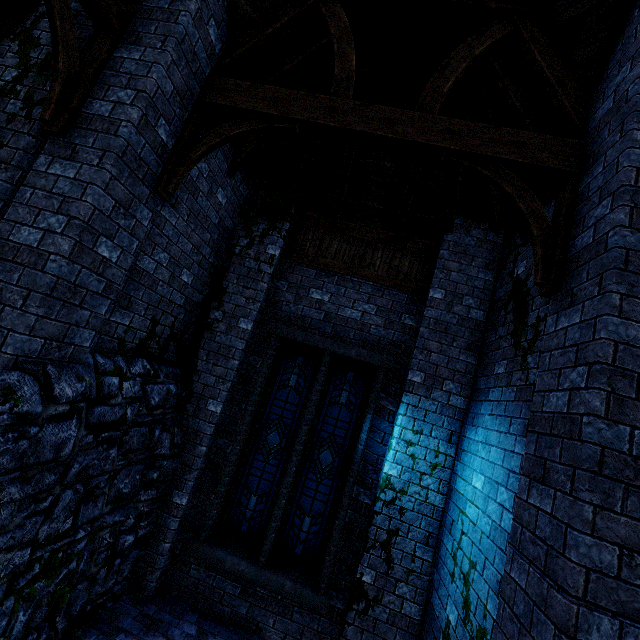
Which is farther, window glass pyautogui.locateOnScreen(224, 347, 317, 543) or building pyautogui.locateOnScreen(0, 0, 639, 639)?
window glass pyautogui.locateOnScreen(224, 347, 317, 543)

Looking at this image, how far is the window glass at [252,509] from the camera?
5.54m

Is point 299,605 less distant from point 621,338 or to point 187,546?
point 187,546

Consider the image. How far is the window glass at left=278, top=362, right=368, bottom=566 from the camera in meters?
5.4

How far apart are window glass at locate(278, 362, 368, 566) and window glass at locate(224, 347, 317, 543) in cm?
22

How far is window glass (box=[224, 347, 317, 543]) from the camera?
5.5 meters

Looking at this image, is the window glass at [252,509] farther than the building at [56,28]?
Yes

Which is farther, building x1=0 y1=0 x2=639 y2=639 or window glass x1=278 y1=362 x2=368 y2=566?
window glass x1=278 y1=362 x2=368 y2=566
